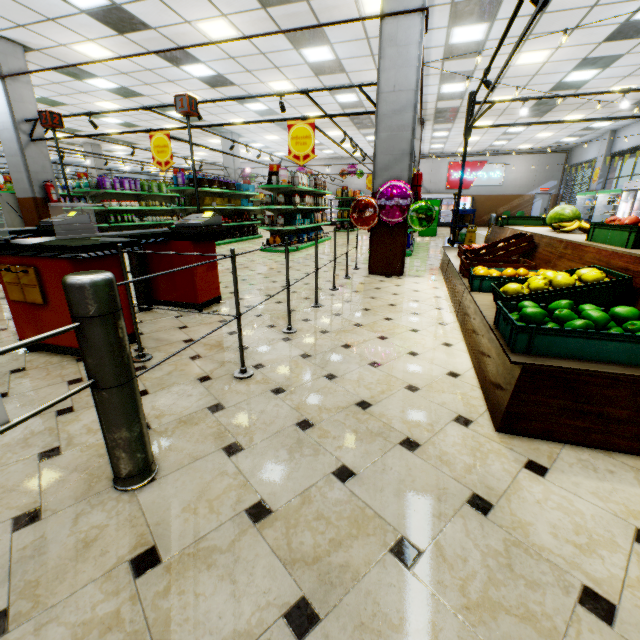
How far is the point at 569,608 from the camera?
1.07m

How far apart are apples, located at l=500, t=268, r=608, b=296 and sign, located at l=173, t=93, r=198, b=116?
4.0m

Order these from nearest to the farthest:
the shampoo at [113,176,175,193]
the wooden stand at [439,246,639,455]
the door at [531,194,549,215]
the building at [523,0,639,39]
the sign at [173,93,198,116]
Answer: the wooden stand at [439,246,639,455] → the sign at [173,93,198,116] → the building at [523,0,639,39] → the shampoo at [113,176,175,193] → the door at [531,194,549,215]

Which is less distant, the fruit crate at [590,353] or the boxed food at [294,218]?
the fruit crate at [590,353]

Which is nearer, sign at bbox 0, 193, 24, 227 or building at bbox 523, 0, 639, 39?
building at bbox 523, 0, 639, 39

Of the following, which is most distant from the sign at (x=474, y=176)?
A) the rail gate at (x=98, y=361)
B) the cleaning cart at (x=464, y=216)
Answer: the rail gate at (x=98, y=361)

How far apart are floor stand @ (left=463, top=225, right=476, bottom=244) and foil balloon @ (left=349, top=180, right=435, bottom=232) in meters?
5.6 m

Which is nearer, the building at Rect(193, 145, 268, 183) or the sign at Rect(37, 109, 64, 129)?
the sign at Rect(37, 109, 64, 129)
